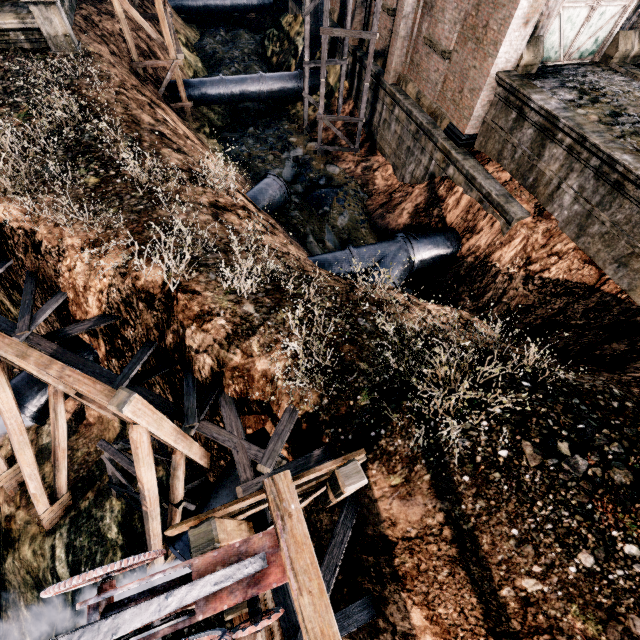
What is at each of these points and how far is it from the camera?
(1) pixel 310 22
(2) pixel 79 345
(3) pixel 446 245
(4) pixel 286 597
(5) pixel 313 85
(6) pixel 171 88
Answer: (1) silo, 20.81m
(2) pipe, 11.23m
(3) pipe, 15.20m
(4) wooden scaffolding, 6.66m
(5) pipe, 24.67m
(6) pipe, 22.22m

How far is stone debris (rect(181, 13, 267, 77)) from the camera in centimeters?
2978cm

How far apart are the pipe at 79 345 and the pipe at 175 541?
5.8 meters

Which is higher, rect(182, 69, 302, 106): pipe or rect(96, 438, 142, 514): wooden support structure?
rect(182, 69, 302, 106): pipe

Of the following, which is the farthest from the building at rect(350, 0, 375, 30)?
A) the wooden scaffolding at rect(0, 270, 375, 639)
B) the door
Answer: the wooden scaffolding at rect(0, 270, 375, 639)

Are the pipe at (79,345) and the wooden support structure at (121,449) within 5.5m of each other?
yes

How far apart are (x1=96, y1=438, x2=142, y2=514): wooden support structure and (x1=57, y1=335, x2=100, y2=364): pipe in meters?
1.8 m
